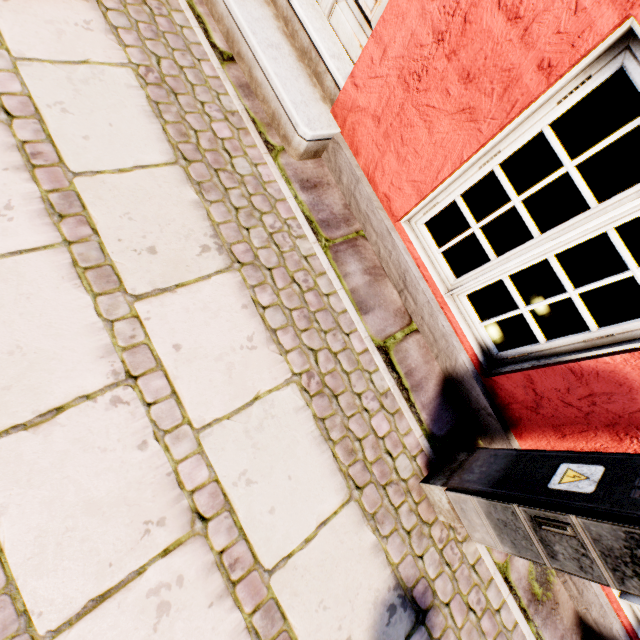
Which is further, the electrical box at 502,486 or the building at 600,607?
the building at 600,607

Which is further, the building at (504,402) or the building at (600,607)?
the building at (600,607)

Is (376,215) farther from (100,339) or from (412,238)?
(100,339)

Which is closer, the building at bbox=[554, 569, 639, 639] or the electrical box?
the electrical box

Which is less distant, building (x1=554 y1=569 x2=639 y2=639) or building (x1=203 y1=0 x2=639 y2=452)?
building (x1=203 y1=0 x2=639 y2=452)
